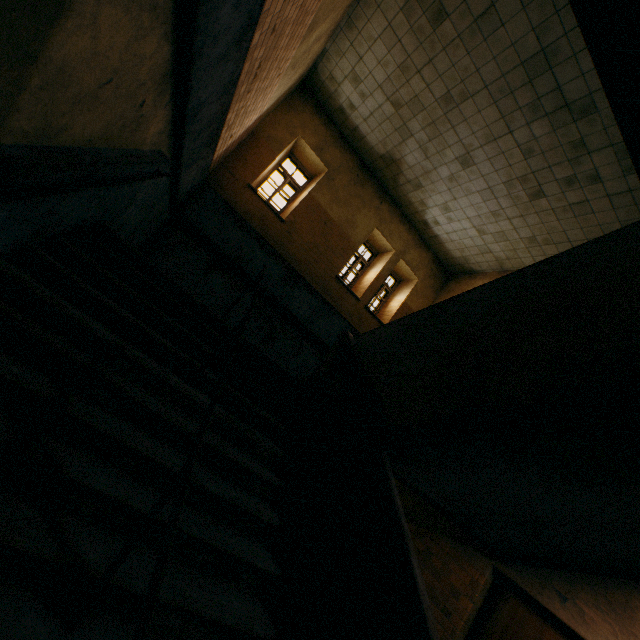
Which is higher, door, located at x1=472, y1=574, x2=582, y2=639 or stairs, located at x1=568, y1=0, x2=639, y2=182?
stairs, located at x1=568, y1=0, x2=639, y2=182

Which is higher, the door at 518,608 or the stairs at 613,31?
the stairs at 613,31

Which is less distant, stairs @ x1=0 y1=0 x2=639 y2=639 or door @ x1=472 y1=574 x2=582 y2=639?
stairs @ x1=0 y1=0 x2=639 y2=639

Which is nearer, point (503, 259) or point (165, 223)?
point (165, 223)

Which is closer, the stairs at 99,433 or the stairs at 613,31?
the stairs at 613,31

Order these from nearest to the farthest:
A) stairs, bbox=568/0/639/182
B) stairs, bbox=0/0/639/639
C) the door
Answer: stairs, bbox=568/0/639/182, stairs, bbox=0/0/639/639, the door

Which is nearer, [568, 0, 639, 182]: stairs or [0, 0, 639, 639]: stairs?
[568, 0, 639, 182]: stairs
